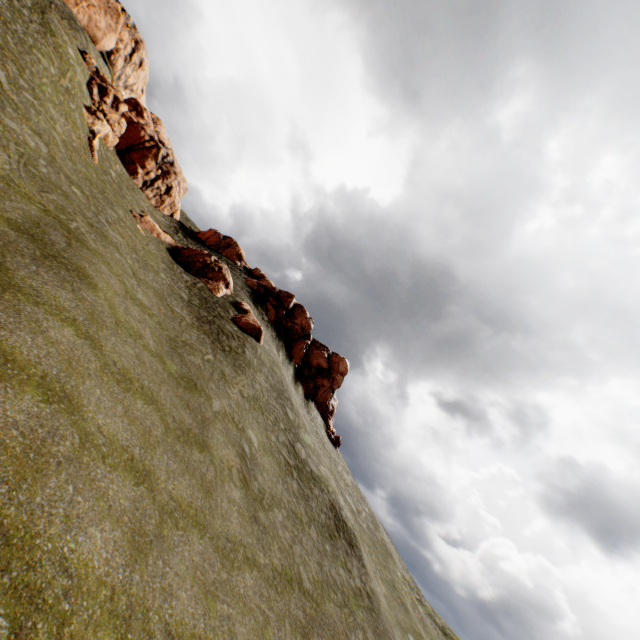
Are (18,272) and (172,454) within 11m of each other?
yes

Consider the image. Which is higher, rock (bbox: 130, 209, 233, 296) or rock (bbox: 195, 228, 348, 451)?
rock (bbox: 195, 228, 348, 451)

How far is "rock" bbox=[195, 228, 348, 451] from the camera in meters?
37.2 m

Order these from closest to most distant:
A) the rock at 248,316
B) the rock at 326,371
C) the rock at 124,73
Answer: the rock at 248,316 → the rock at 124,73 → the rock at 326,371

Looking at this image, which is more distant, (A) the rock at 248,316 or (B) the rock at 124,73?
(B) the rock at 124,73

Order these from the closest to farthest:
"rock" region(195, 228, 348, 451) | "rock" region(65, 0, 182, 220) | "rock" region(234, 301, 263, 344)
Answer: "rock" region(234, 301, 263, 344) < "rock" region(65, 0, 182, 220) < "rock" region(195, 228, 348, 451)
